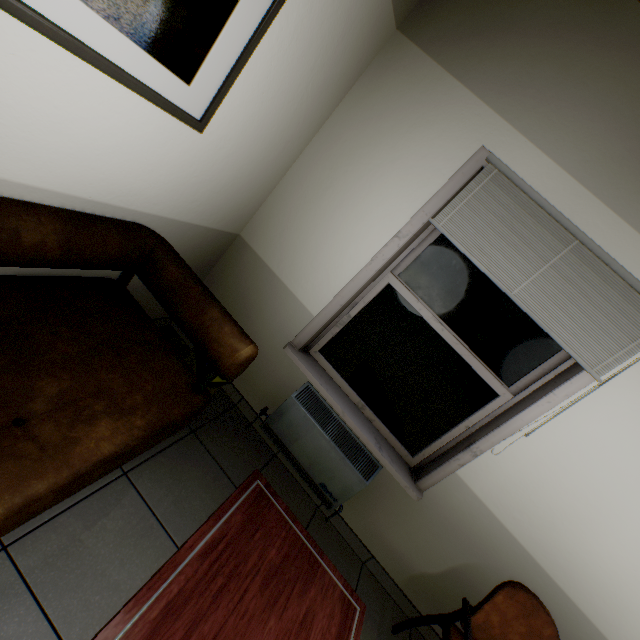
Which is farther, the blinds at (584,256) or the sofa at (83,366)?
the blinds at (584,256)

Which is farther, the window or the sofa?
the window

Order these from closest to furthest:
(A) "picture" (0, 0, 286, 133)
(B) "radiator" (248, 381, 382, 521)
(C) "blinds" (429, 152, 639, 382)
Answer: (A) "picture" (0, 0, 286, 133), (C) "blinds" (429, 152, 639, 382), (B) "radiator" (248, 381, 382, 521)

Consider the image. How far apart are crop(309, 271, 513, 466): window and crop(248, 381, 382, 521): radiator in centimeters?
14cm

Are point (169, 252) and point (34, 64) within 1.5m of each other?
yes

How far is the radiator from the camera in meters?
2.2 m

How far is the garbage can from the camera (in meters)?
1.98

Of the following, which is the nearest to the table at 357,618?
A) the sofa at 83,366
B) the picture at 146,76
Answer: the sofa at 83,366
